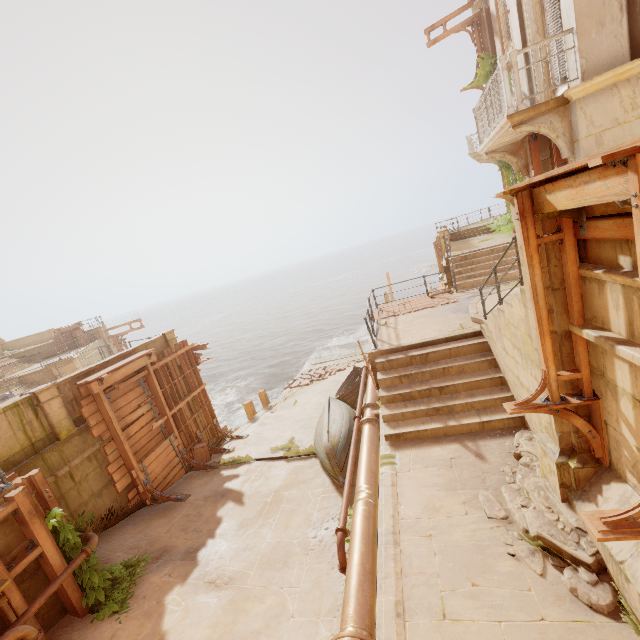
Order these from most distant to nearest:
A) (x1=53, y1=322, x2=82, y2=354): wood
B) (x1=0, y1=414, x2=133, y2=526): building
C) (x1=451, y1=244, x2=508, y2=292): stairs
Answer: (x1=53, y1=322, x2=82, y2=354): wood
(x1=451, y1=244, x2=508, y2=292): stairs
(x1=0, y1=414, x2=133, y2=526): building

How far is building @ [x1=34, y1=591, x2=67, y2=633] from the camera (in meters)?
5.94

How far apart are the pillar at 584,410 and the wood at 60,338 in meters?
33.3

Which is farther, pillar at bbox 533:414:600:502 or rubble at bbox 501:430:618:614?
pillar at bbox 533:414:600:502

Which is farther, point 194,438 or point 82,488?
point 194,438

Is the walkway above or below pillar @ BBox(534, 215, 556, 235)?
below

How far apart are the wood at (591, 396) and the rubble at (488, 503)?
0.82m

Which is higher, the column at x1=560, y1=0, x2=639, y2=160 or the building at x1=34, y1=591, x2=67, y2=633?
the column at x1=560, y1=0, x2=639, y2=160
